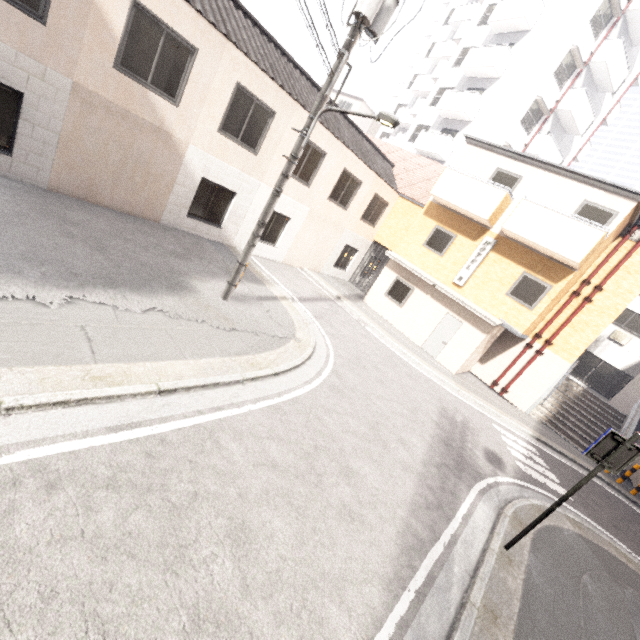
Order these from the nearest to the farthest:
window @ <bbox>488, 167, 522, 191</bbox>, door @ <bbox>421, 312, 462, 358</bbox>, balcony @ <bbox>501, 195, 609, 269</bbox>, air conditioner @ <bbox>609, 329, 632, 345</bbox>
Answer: balcony @ <bbox>501, 195, 609, 269</bbox>, window @ <bbox>488, 167, 522, 191</bbox>, door @ <bbox>421, 312, 462, 358</bbox>, air conditioner @ <bbox>609, 329, 632, 345</bbox>

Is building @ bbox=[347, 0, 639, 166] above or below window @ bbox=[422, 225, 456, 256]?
above

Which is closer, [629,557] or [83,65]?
[83,65]

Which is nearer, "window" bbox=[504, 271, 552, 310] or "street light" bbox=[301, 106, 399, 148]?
"street light" bbox=[301, 106, 399, 148]

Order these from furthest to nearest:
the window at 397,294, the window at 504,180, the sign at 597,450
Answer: the window at 397,294 → the window at 504,180 → the sign at 597,450

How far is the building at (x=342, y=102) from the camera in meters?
35.3

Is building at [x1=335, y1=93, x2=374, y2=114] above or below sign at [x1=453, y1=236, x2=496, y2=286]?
above

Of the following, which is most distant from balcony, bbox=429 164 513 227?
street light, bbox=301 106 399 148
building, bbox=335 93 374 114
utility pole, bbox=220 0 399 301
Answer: building, bbox=335 93 374 114
